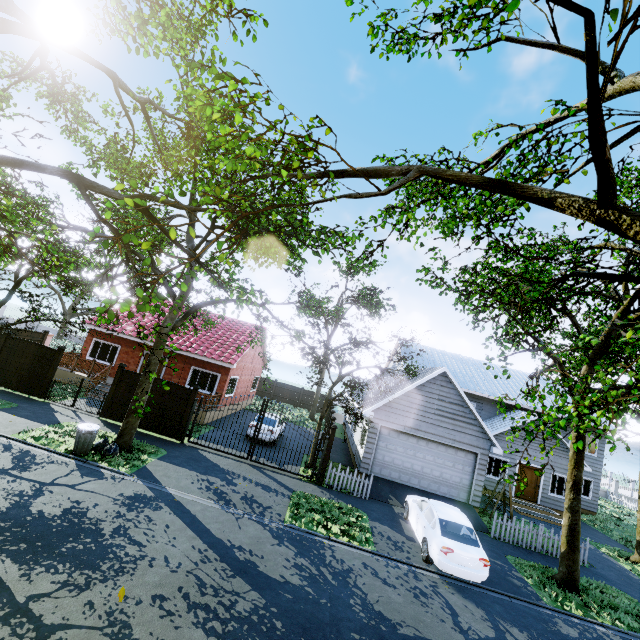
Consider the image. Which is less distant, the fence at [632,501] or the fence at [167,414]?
the fence at [167,414]

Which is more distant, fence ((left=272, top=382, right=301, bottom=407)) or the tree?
fence ((left=272, top=382, right=301, bottom=407))

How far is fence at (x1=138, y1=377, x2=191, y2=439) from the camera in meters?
14.8 m

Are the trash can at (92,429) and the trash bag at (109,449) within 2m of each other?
yes

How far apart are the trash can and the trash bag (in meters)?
0.14

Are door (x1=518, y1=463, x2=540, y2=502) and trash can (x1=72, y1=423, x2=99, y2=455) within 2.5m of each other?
no

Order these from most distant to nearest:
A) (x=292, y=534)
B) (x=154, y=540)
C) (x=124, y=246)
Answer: (x=292, y=534)
(x=154, y=540)
(x=124, y=246)

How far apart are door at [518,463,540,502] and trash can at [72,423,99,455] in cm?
2298
